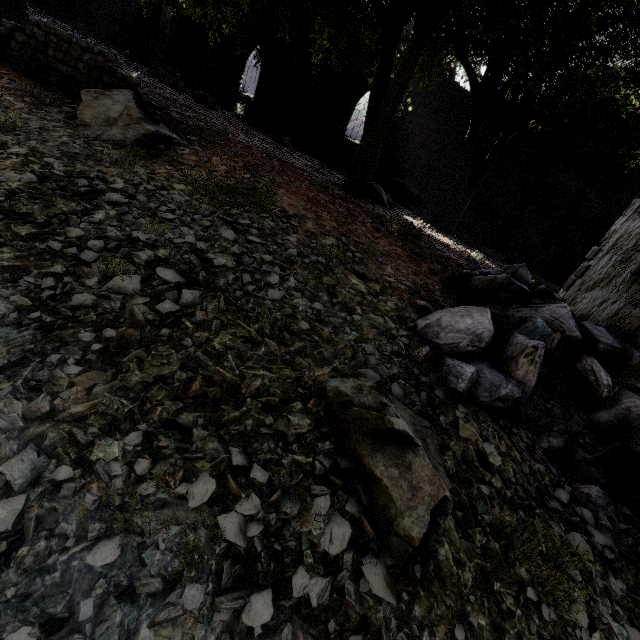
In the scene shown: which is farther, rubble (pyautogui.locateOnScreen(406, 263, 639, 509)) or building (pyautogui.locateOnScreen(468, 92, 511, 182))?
building (pyautogui.locateOnScreen(468, 92, 511, 182))

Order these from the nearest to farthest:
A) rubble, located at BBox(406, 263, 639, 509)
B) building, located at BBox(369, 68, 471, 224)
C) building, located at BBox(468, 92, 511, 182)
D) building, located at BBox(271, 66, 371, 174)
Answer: rubble, located at BBox(406, 263, 639, 509) → building, located at BBox(468, 92, 511, 182) → building, located at BBox(369, 68, 471, 224) → building, located at BBox(271, 66, 371, 174)

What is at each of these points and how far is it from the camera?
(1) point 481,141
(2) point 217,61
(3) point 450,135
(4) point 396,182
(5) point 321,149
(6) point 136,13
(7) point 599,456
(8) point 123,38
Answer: (1) building, 15.38m
(2) building, 20.66m
(3) building, 15.98m
(4) rubble, 16.89m
(5) building, 19.03m
(6) building, 30.12m
(7) rubble, 3.34m
(8) wooden lamp post, 22.73m

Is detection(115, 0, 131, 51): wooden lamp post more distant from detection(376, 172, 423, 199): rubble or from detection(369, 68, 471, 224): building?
detection(376, 172, 423, 199): rubble

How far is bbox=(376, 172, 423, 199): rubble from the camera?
16.91m

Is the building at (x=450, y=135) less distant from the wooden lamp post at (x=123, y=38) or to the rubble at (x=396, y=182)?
the rubble at (x=396, y=182)

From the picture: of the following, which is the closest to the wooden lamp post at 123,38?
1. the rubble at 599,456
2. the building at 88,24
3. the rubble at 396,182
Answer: the building at 88,24

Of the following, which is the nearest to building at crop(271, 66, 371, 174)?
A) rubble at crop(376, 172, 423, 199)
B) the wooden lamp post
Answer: rubble at crop(376, 172, 423, 199)
